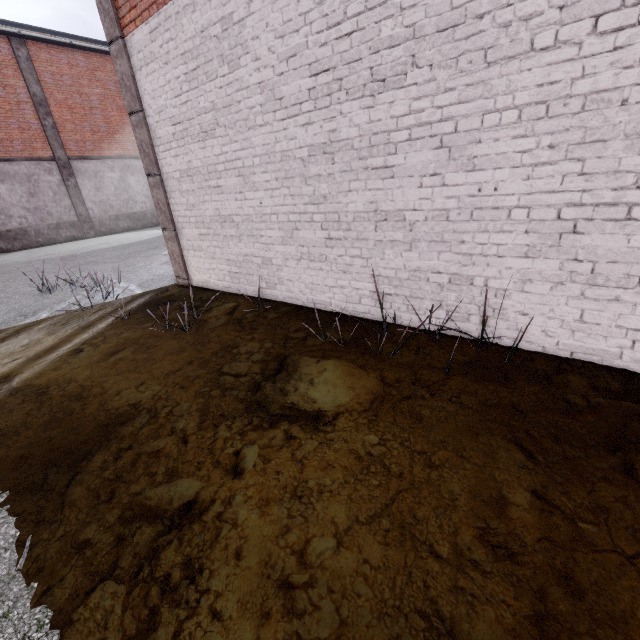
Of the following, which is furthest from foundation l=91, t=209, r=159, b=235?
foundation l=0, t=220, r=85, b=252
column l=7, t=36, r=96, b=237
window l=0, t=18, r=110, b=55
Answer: window l=0, t=18, r=110, b=55

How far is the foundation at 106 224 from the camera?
18.3m

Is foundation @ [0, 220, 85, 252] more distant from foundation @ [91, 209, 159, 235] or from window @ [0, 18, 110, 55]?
window @ [0, 18, 110, 55]

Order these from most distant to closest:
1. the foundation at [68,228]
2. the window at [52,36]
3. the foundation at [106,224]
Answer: the foundation at [106,224]
the foundation at [68,228]
the window at [52,36]

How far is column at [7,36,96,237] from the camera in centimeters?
1477cm

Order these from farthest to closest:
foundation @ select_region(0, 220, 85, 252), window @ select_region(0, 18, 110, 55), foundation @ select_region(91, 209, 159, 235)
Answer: foundation @ select_region(91, 209, 159, 235), foundation @ select_region(0, 220, 85, 252), window @ select_region(0, 18, 110, 55)

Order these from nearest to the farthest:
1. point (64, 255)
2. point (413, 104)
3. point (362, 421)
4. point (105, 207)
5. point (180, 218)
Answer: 1. point (362, 421)
2. point (413, 104)
3. point (180, 218)
4. point (64, 255)
5. point (105, 207)

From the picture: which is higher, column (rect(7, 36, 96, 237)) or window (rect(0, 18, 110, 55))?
window (rect(0, 18, 110, 55))
